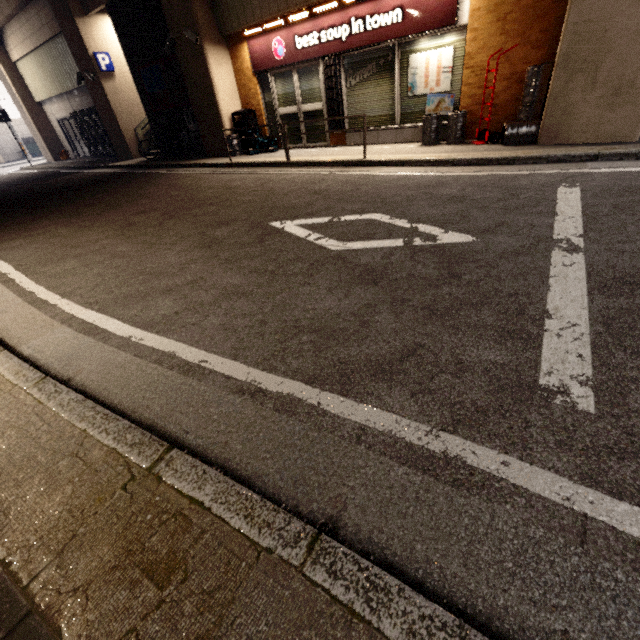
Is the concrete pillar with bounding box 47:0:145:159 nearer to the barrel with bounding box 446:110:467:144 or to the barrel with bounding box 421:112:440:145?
the barrel with bounding box 446:110:467:144

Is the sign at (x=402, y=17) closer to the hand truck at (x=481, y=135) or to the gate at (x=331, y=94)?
the gate at (x=331, y=94)

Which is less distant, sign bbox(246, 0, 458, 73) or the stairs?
sign bbox(246, 0, 458, 73)

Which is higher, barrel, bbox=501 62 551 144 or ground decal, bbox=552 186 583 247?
barrel, bbox=501 62 551 144

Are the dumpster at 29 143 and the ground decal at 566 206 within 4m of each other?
no

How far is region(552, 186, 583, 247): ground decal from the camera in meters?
3.0

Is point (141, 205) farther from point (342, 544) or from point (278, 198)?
point (342, 544)

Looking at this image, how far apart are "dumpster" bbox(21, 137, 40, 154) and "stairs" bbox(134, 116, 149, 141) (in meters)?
24.29
